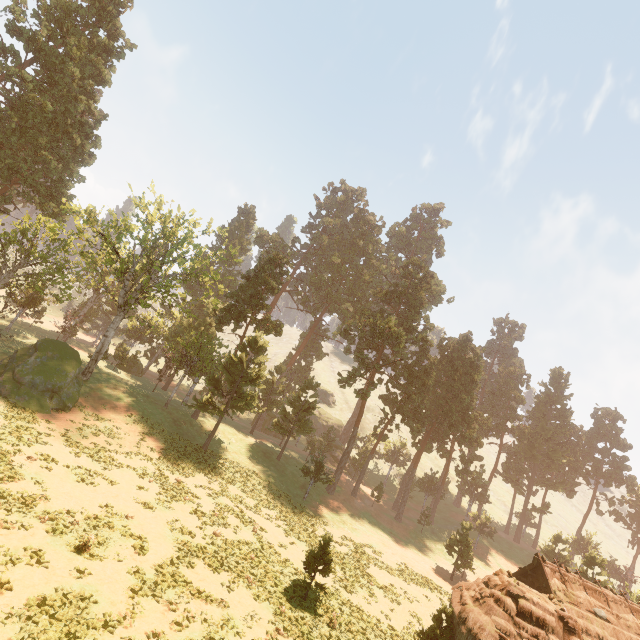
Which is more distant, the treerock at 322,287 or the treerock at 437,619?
the treerock at 322,287

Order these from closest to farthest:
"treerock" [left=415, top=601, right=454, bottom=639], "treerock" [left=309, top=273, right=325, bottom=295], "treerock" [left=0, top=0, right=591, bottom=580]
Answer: "treerock" [left=415, top=601, right=454, bottom=639]
"treerock" [left=0, top=0, right=591, bottom=580]
"treerock" [left=309, top=273, right=325, bottom=295]

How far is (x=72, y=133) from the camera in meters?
36.3

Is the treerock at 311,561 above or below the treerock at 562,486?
below

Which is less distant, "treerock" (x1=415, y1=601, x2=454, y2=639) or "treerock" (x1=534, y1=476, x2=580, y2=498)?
"treerock" (x1=415, y1=601, x2=454, y2=639)

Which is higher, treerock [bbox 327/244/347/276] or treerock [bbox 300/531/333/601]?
treerock [bbox 327/244/347/276]
